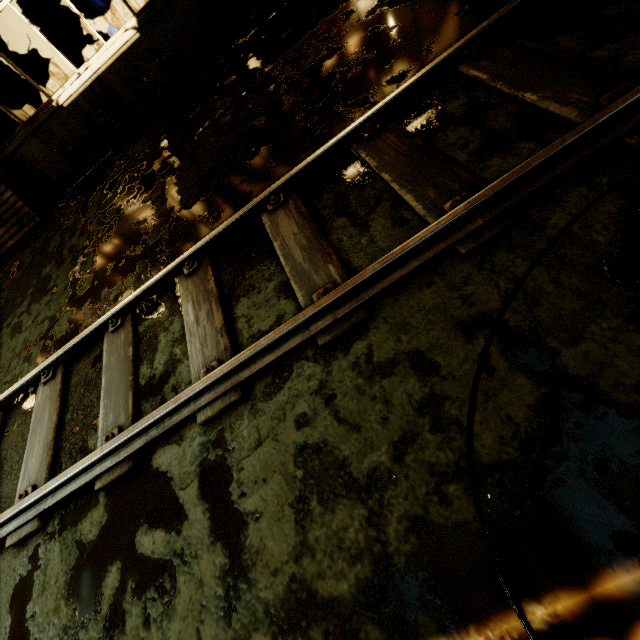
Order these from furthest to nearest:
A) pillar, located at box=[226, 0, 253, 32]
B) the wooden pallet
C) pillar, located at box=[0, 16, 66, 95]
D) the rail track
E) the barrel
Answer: pillar, located at box=[0, 16, 66, 95] → the barrel → the wooden pallet → pillar, located at box=[226, 0, 253, 32] → the rail track

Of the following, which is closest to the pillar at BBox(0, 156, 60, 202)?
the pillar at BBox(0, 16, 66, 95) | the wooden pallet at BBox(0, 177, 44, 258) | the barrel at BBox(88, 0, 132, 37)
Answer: the wooden pallet at BBox(0, 177, 44, 258)

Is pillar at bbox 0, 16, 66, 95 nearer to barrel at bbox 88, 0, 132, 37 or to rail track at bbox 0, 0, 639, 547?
barrel at bbox 88, 0, 132, 37

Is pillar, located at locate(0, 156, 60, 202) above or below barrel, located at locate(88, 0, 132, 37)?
below

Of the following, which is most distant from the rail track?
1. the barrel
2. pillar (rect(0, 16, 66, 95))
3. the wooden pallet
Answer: pillar (rect(0, 16, 66, 95))

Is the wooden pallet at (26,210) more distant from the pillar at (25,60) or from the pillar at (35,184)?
the pillar at (25,60)

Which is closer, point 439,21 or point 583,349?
point 583,349
